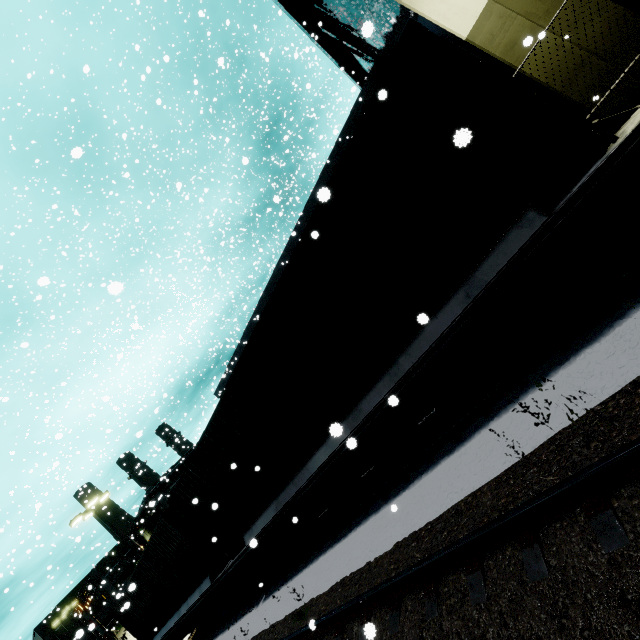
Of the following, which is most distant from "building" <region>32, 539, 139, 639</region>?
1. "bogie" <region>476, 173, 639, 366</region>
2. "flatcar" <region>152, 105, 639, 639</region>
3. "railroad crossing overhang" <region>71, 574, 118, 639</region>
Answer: "railroad crossing overhang" <region>71, 574, 118, 639</region>

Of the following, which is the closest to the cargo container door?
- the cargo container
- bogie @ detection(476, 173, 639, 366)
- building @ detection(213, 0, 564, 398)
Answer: the cargo container

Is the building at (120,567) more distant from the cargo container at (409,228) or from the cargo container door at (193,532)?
the cargo container door at (193,532)

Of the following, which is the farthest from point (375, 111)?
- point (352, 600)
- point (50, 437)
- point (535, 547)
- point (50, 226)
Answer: point (50, 437)

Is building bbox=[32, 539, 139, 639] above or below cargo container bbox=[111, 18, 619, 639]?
above

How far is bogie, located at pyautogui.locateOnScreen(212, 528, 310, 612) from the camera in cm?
830

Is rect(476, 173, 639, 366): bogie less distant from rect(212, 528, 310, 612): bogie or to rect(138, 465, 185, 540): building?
rect(138, 465, 185, 540): building

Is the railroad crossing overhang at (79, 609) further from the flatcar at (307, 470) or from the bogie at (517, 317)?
the bogie at (517, 317)
